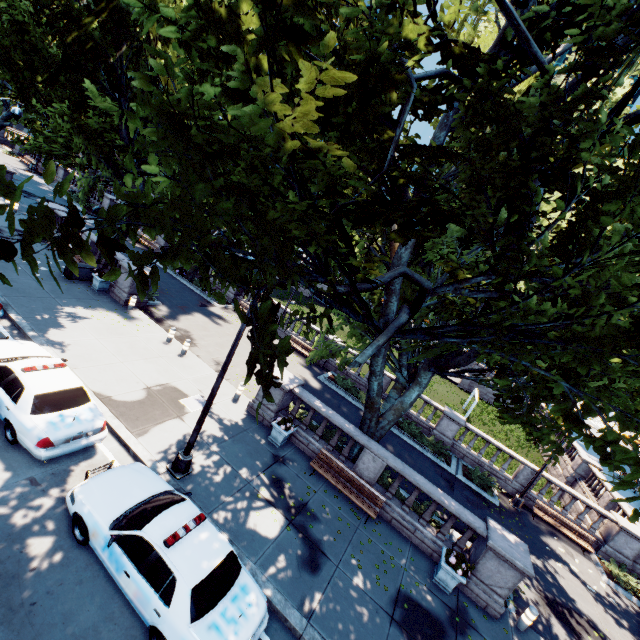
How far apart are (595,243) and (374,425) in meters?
10.4

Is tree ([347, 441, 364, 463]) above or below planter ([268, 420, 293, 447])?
above

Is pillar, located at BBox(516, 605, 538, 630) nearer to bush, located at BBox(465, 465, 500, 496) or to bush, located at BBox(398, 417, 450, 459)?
bush, located at BBox(465, 465, 500, 496)

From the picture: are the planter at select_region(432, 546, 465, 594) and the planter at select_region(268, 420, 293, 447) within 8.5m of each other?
yes

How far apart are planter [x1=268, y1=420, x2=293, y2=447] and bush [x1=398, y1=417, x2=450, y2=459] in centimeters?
902cm

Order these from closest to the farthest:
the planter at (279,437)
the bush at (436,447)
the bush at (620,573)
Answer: the planter at (279,437) → the bush at (620,573) → the bush at (436,447)

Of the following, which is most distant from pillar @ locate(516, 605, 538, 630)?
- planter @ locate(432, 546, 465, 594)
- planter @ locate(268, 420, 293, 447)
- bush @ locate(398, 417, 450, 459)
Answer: planter @ locate(268, 420, 293, 447)

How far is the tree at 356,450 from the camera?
13.62m
